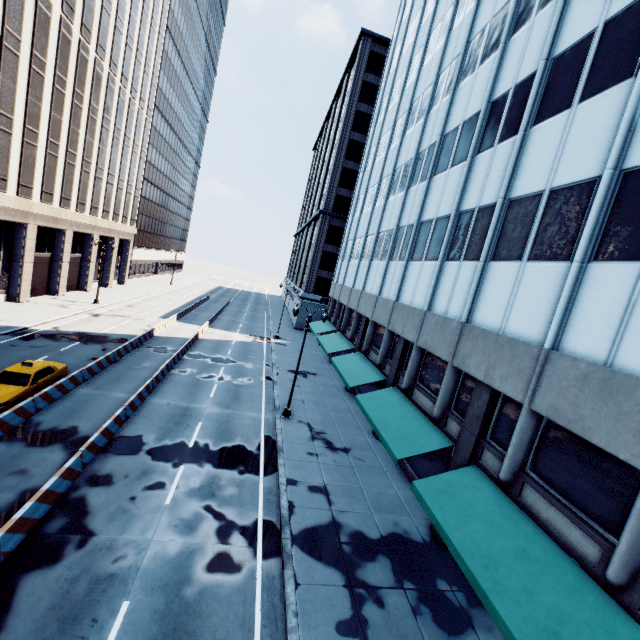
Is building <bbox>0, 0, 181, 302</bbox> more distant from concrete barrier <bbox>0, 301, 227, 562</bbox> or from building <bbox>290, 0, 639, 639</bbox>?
building <bbox>290, 0, 639, 639</bbox>

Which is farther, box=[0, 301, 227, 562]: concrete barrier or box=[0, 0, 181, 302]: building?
box=[0, 0, 181, 302]: building

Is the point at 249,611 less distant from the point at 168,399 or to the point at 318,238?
the point at 168,399

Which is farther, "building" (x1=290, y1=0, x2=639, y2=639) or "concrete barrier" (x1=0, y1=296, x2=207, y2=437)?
"concrete barrier" (x1=0, y1=296, x2=207, y2=437)

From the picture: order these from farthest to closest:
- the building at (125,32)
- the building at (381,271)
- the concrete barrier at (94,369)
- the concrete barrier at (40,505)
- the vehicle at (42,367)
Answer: the building at (125,32) < the vehicle at (42,367) < the concrete barrier at (94,369) < the concrete barrier at (40,505) < the building at (381,271)

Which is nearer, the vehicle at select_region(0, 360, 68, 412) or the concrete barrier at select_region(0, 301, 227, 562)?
the concrete barrier at select_region(0, 301, 227, 562)

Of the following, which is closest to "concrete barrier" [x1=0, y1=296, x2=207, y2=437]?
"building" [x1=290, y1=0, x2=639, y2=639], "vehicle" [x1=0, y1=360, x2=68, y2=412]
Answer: "vehicle" [x1=0, y1=360, x2=68, y2=412]

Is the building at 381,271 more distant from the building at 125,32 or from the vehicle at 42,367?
the building at 125,32
